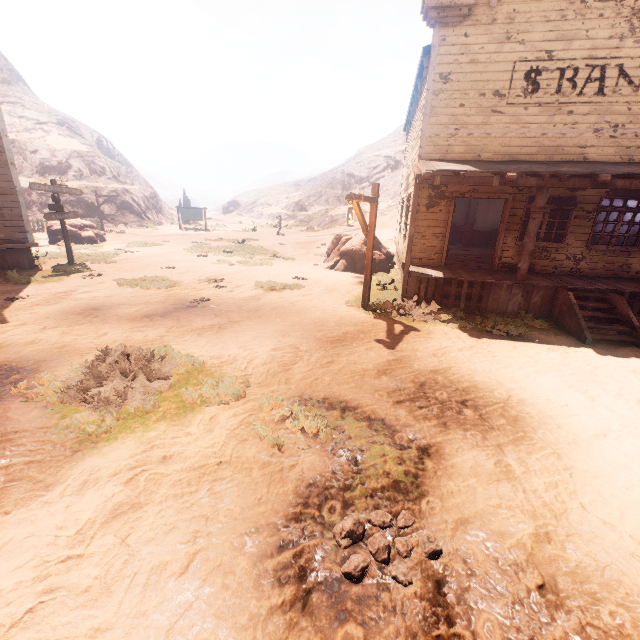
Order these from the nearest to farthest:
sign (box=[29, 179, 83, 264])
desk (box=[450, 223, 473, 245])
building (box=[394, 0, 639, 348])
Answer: building (box=[394, 0, 639, 348]) < sign (box=[29, 179, 83, 264]) < desk (box=[450, 223, 473, 245])

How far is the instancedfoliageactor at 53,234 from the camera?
18.2 meters

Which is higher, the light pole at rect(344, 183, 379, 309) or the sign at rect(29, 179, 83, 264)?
the light pole at rect(344, 183, 379, 309)

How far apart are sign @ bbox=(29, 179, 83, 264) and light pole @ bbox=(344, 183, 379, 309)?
11.2m

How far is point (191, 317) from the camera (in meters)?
8.12

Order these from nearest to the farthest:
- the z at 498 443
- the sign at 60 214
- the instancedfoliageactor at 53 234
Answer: the z at 498 443 < the sign at 60 214 < the instancedfoliageactor at 53 234

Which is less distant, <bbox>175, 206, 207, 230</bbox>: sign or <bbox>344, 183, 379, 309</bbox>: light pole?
<bbox>344, 183, 379, 309</bbox>: light pole

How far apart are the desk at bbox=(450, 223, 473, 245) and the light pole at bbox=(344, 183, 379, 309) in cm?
1032
